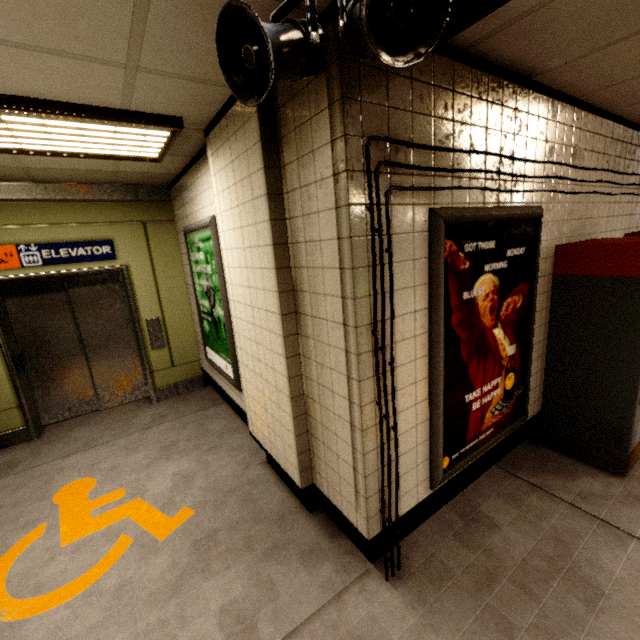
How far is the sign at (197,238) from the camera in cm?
313

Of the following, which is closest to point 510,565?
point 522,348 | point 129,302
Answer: point 522,348

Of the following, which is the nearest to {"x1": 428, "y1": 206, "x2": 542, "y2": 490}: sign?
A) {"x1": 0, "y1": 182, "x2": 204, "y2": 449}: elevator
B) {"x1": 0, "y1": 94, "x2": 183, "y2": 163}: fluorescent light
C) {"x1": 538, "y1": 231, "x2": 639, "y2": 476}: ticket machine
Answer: {"x1": 538, "y1": 231, "x2": 639, "y2": 476}: ticket machine

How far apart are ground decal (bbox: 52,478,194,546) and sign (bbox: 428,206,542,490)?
1.9m

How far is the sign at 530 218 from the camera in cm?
188

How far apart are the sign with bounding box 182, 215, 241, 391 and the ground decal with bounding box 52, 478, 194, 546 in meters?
1.2 m

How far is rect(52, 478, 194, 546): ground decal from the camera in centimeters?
252cm

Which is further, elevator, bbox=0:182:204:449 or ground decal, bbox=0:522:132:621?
elevator, bbox=0:182:204:449
